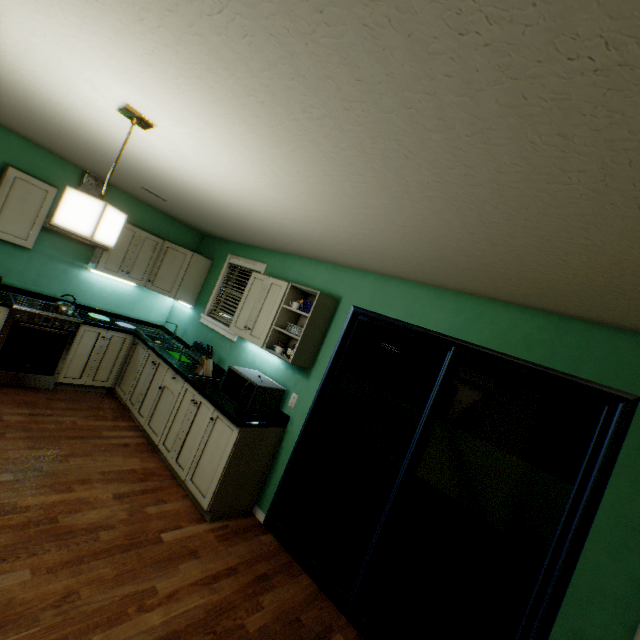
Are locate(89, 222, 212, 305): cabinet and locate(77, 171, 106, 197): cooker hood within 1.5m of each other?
yes

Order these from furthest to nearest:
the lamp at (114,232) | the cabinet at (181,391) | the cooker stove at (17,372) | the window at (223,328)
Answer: the window at (223,328), the cooker stove at (17,372), the cabinet at (181,391), the lamp at (114,232)

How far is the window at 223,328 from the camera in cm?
391

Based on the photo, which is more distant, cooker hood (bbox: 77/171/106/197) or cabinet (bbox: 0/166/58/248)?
cooker hood (bbox: 77/171/106/197)

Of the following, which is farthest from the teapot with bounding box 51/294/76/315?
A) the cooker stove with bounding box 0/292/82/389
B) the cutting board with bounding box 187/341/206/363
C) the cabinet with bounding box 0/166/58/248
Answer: the cutting board with bounding box 187/341/206/363

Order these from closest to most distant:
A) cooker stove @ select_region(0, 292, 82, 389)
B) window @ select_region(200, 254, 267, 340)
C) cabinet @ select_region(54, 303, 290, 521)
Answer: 1. cabinet @ select_region(54, 303, 290, 521)
2. cooker stove @ select_region(0, 292, 82, 389)
3. window @ select_region(200, 254, 267, 340)

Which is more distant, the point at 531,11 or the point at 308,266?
Result: the point at 308,266

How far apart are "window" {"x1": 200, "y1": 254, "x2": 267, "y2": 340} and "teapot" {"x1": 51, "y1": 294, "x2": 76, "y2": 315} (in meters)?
1.38
